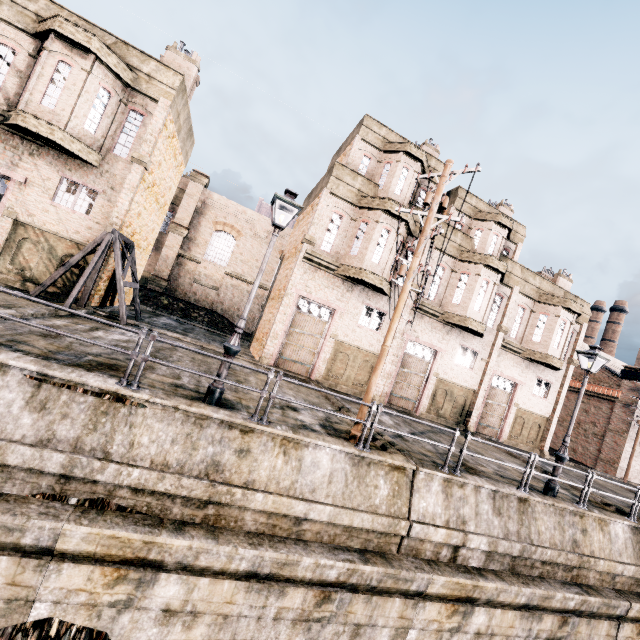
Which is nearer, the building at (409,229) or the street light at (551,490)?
the street light at (551,490)

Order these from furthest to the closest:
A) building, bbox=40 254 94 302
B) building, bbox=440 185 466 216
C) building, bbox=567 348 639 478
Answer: building, bbox=567 348 639 478 → building, bbox=440 185 466 216 → building, bbox=40 254 94 302

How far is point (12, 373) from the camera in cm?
610

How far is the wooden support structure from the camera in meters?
13.7 m

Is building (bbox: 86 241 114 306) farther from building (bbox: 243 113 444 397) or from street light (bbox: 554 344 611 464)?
street light (bbox: 554 344 611 464)

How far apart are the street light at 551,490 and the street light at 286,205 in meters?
11.8 m

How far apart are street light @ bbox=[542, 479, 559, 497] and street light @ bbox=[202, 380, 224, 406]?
11.8 meters
